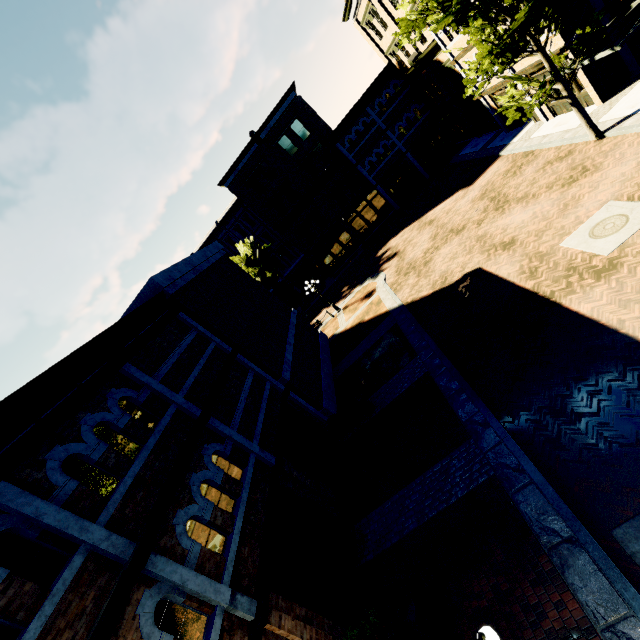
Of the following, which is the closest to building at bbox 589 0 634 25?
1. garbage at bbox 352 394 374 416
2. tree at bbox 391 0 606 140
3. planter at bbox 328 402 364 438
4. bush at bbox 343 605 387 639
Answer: tree at bbox 391 0 606 140

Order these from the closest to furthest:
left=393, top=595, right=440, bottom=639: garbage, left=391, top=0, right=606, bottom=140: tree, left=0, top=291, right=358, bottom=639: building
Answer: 1. left=0, top=291, right=358, bottom=639: building
2. left=393, top=595, right=440, bottom=639: garbage
3. left=391, top=0, right=606, bottom=140: tree

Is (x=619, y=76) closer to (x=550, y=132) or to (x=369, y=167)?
(x=550, y=132)

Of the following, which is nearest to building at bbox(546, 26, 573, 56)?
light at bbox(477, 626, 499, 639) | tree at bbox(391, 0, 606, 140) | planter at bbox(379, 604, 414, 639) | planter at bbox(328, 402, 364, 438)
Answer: tree at bbox(391, 0, 606, 140)

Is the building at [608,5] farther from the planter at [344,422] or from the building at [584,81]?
the planter at [344,422]

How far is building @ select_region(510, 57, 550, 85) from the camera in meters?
16.4 m

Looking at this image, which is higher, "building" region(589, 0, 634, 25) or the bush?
"building" region(589, 0, 634, 25)

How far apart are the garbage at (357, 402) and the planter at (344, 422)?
0.1 meters
